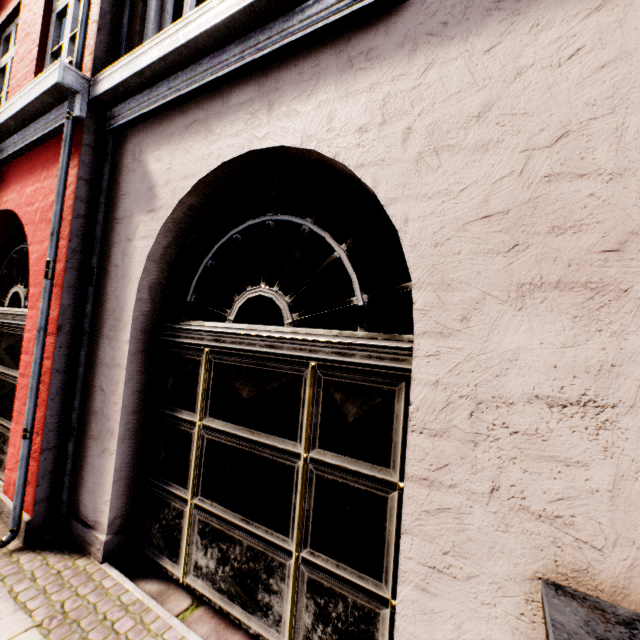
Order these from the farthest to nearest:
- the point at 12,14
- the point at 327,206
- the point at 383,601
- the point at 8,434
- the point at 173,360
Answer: the point at 327,206 → the point at 12,14 → the point at 8,434 → the point at 173,360 → the point at 383,601
